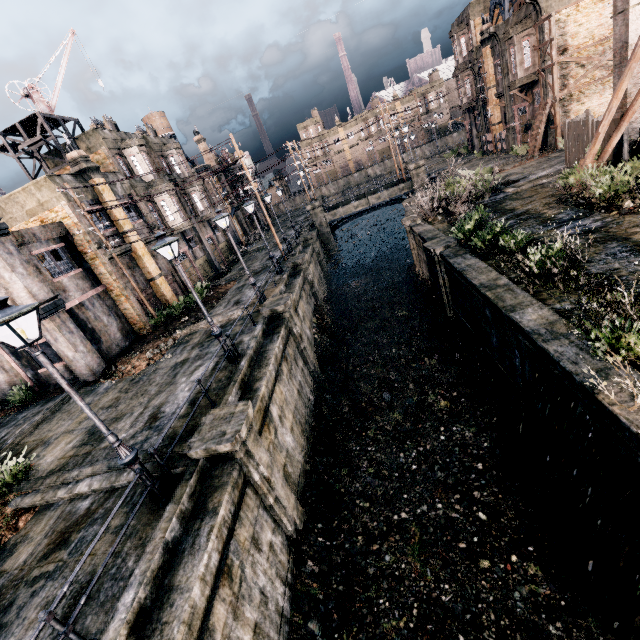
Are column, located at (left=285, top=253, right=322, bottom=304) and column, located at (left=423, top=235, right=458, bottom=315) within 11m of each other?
yes

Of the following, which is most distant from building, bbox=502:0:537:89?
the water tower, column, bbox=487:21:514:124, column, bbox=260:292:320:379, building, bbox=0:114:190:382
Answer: the water tower

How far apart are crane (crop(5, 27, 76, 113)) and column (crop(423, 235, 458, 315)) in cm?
2798

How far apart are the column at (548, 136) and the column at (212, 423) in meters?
36.3 m

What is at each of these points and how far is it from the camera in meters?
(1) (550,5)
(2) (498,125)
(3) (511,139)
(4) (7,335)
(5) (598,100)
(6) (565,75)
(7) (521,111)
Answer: (1) building, 26.0 m
(2) building, 38.8 m
(3) column, 36.1 m
(4) building, 18.4 m
(5) building, 28.6 m
(6) building, 28.0 m
(7) building, 34.3 m

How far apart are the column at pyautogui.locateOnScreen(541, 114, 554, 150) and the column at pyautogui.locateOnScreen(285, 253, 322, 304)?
25.5m

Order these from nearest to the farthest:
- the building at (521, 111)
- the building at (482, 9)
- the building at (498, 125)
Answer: the building at (521, 111) → the building at (482, 9) → the building at (498, 125)

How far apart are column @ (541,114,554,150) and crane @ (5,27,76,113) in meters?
40.1 m
